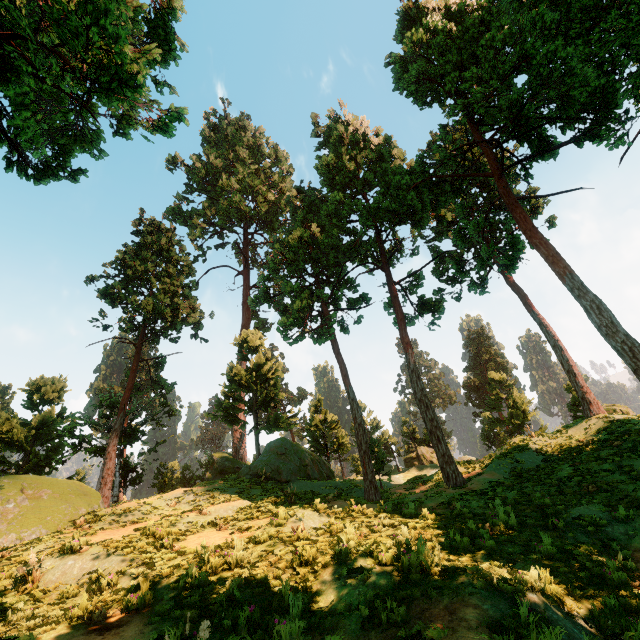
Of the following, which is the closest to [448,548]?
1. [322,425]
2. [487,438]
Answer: [322,425]

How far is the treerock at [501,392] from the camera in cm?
3703

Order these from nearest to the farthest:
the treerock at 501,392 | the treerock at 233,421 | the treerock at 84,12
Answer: the treerock at 84,12, the treerock at 233,421, the treerock at 501,392

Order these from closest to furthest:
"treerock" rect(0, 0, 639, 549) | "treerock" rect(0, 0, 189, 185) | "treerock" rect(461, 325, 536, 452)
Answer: "treerock" rect(0, 0, 189, 185)
"treerock" rect(0, 0, 639, 549)
"treerock" rect(461, 325, 536, 452)

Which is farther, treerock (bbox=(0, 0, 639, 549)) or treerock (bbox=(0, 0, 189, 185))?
treerock (bbox=(0, 0, 639, 549))

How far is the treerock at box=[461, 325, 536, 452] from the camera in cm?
3703
